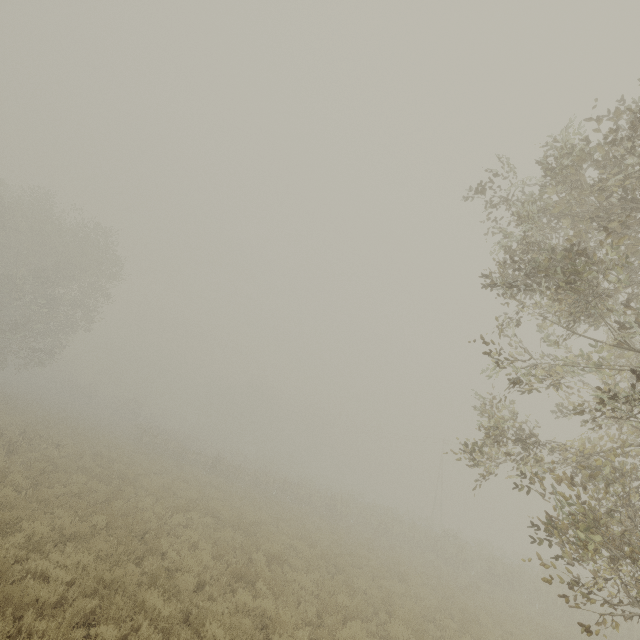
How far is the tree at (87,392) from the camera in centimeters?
5232cm

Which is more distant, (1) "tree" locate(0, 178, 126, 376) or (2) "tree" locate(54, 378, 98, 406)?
(2) "tree" locate(54, 378, 98, 406)

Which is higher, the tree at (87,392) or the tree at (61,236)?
the tree at (61,236)

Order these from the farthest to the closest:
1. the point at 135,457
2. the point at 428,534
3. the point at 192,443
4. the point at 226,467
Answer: the point at 192,443
the point at 226,467
the point at 428,534
the point at 135,457

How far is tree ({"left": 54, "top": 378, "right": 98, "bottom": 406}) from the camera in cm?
5232

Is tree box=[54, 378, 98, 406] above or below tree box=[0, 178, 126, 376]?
below
